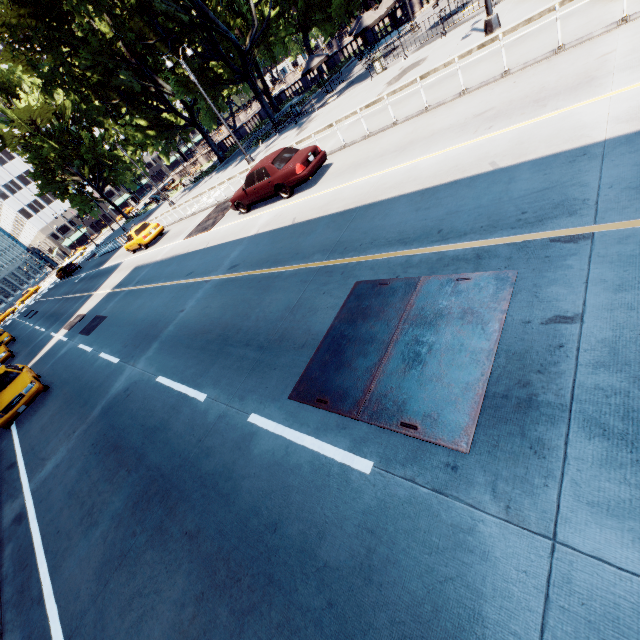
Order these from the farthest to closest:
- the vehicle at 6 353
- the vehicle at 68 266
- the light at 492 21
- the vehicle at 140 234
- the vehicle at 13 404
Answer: the vehicle at 68 266, the vehicle at 140 234, the vehicle at 6 353, the light at 492 21, the vehicle at 13 404

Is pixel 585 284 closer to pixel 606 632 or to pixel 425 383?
pixel 425 383

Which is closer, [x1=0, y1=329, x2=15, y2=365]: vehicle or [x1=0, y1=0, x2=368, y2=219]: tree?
[x1=0, y1=329, x2=15, y2=365]: vehicle

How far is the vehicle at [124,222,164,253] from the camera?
22.9 meters

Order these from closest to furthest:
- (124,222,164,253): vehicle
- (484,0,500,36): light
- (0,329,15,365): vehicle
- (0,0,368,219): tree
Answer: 1. (484,0,500,36): light
2. (0,329,15,365): vehicle
3. (124,222,164,253): vehicle
4. (0,0,368,219): tree

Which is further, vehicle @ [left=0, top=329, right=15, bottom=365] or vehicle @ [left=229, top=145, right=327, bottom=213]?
vehicle @ [left=0, top=329, right=15, bottom=365]

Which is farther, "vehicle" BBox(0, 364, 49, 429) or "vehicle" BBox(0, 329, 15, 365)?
"vehicle" BBox(0, 329, 15, 365)

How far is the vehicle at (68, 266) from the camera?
44.36m
